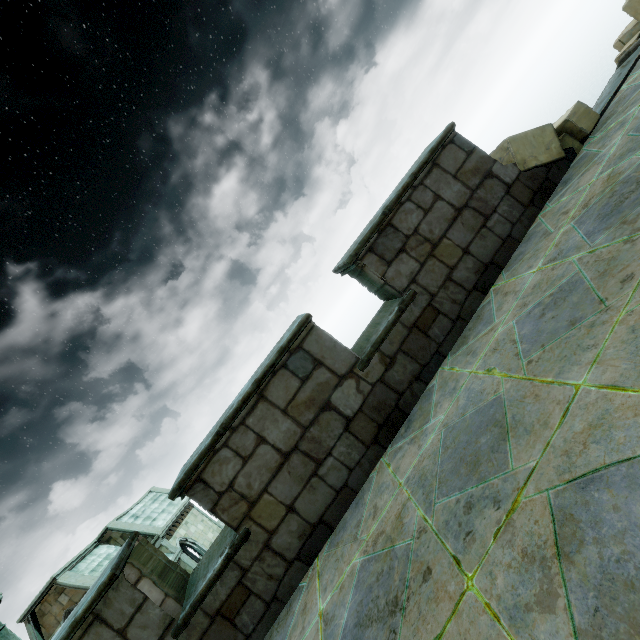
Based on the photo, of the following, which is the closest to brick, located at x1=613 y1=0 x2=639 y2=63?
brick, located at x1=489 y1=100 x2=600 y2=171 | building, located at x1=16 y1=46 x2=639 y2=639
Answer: building, located at x1=16 y1=46 x2=639 y2=639

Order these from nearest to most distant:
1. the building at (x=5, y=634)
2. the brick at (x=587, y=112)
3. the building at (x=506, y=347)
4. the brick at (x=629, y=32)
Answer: the building at (x=506, y=347), the brick at (x=587, y=112), the brick at (x=629, y=32), the building at (x=5, y=634)

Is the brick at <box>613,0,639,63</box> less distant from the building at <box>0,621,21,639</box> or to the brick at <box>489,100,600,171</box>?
the building at <box>0,621,21,639</box>

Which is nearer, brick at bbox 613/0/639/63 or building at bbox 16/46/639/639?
building at bbox 16/46/639/639

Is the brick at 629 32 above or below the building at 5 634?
below

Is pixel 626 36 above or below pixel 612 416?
above
